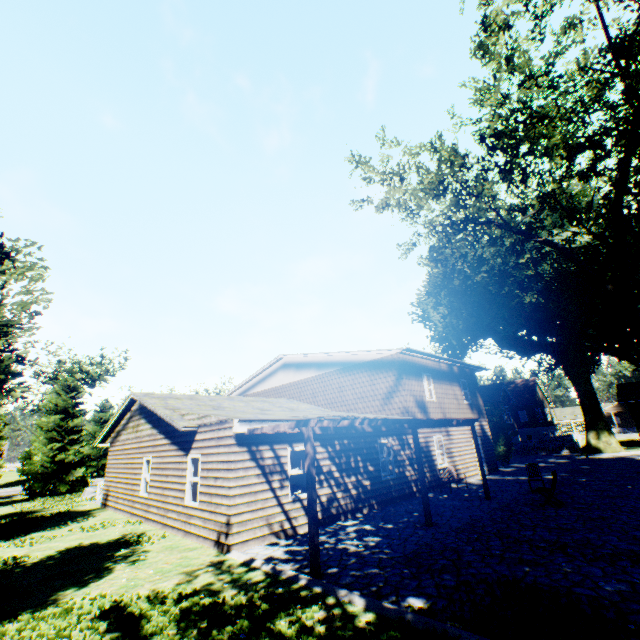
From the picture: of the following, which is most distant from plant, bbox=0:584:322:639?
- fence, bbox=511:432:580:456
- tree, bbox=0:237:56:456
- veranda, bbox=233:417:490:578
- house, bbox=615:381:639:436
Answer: veranda, bbox=233:417:490:578

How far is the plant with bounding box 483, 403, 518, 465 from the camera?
24.41m

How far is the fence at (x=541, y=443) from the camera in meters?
31.0 m

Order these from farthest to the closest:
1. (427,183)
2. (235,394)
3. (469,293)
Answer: (235,394)
(469,293)
(427,183)

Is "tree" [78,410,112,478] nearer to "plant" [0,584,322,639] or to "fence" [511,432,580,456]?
"plant" [0,584,322,639]

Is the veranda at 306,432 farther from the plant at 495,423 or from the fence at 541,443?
the fence at 541,443

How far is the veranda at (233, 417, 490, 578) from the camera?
7.1 meters

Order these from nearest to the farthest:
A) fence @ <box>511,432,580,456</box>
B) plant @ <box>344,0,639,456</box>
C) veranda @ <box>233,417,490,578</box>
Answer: veranda @ <box>233,417,490,578</box> < plant @ <box>344,0,639,456</box> < fence @ <box>511,432,580,456</box>
